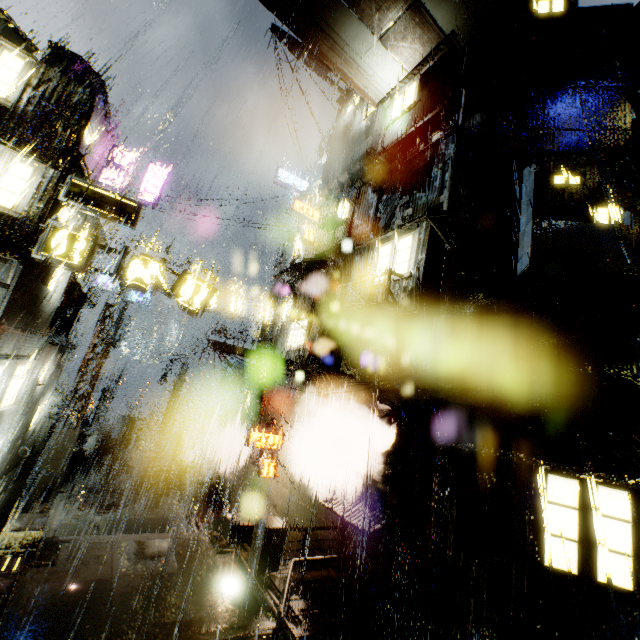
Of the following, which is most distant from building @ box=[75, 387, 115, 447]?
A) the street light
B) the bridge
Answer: the street light

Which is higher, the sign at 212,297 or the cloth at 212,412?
the sign at 212,297

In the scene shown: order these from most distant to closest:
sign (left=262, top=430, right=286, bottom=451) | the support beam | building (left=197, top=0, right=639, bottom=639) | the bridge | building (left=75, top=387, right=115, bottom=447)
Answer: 1. building (left=75, top=387, right=115, bottom=447)
2. the bridge
3. sign (left=262, top=430, right=286, bottom=451)
4. building (left=197, top=0, right=639, bottom=639)
5. the support beam

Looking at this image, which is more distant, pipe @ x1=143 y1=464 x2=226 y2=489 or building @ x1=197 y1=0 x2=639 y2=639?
pipe @ x1=143 y1=464 x2=226 y2=489

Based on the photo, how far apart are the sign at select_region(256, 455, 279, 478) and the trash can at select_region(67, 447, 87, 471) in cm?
1167

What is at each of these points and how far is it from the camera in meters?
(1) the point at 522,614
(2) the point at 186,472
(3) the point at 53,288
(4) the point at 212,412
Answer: (1) building, 7.4 m
(2) pipe, 20.2 m
(3) building, 13.8 m
(4) cloth, 23.2 m

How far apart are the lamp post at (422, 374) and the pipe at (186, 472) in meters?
16.1
